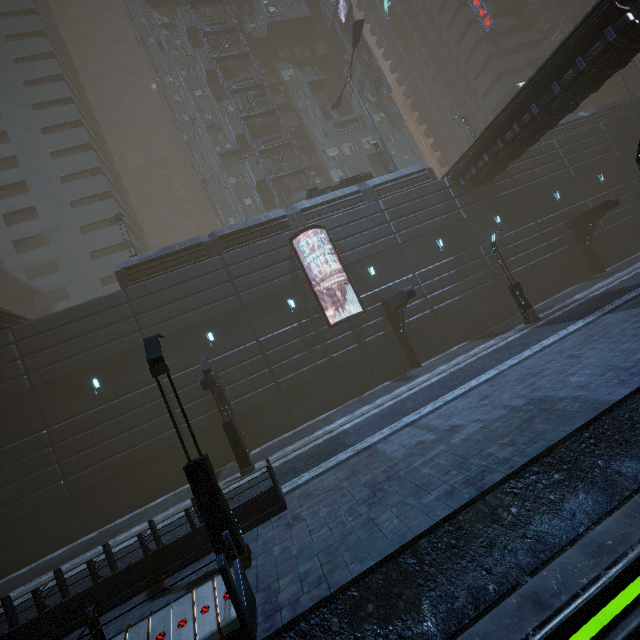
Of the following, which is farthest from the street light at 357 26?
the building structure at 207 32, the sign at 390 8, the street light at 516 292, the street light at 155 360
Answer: the sign at 390 8

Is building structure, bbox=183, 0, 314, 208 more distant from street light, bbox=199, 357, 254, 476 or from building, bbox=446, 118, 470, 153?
street light, bbox=199, 357, 254, 476

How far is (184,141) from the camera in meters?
43.0

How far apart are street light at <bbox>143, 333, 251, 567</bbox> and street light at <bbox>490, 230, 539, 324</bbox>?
18.0 meters

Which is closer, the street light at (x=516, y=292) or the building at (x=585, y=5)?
the street light at (x=516, y=292)

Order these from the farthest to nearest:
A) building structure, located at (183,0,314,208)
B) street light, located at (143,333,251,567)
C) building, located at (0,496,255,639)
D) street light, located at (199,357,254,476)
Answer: building structure, located at (183,0,314,208)
street light, located at (199,357,254,476)
street light, located at (143,333,251,567)
building, located at (0,496,255,639)

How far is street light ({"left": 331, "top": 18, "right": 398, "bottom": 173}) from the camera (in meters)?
25.45

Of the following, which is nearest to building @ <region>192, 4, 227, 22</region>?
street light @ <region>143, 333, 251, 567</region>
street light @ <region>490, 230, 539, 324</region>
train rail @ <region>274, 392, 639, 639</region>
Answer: train rail @ <region>274, 392, 639, 639</region>
